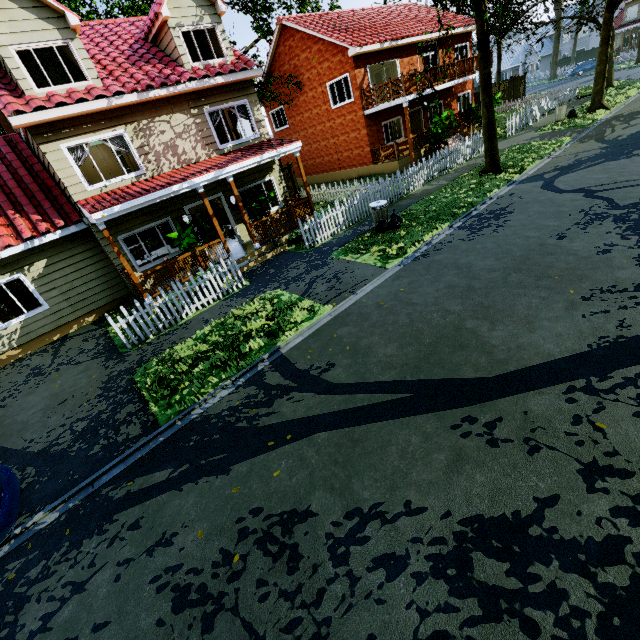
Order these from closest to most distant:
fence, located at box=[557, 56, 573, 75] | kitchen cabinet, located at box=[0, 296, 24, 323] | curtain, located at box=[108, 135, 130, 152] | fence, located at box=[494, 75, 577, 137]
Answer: curtain, located at box=[108, 135, 130, 152], kitchen cabinet, located at box=[0, 296, 24, 323], fence, located at box=[494, 75, 577, 137], fence, located at box=[557, 56, 573, 75]

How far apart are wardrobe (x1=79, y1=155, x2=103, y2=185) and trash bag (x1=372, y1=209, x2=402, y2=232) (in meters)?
11.83

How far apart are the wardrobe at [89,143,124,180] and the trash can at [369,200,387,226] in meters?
11.5

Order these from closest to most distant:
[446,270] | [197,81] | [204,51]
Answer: [446,270], [197,81], [204,51]

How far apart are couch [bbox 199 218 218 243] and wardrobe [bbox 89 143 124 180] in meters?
3.3

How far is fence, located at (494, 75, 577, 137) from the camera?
20.5 meters

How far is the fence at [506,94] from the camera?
20.5m

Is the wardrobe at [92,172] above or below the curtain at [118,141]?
below
